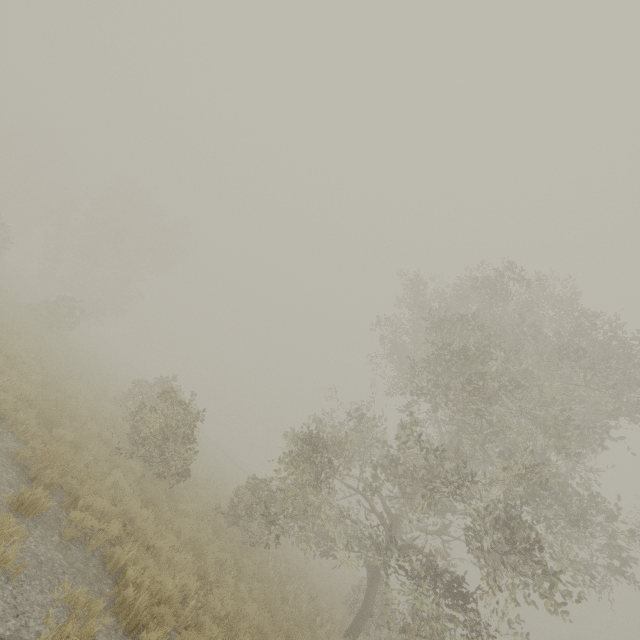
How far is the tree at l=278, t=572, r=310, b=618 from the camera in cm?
1075

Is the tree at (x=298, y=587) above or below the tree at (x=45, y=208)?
below

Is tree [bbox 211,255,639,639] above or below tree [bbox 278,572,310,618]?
above

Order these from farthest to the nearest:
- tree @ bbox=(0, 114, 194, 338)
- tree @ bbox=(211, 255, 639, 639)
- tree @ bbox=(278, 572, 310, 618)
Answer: tree @ bbox=(0, 114, 194, 338) → tree @ bbox=(278, 572, 310, 618) → tree @ bbox=(211, 255, 639, 639)

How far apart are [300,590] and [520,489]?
9.87m

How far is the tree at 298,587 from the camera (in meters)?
10.75

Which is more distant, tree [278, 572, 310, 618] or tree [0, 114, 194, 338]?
tree [0, 114, 194, 338]

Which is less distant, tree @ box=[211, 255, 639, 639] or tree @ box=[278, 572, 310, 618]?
tree @ box=[211, 255, 639, 639]
